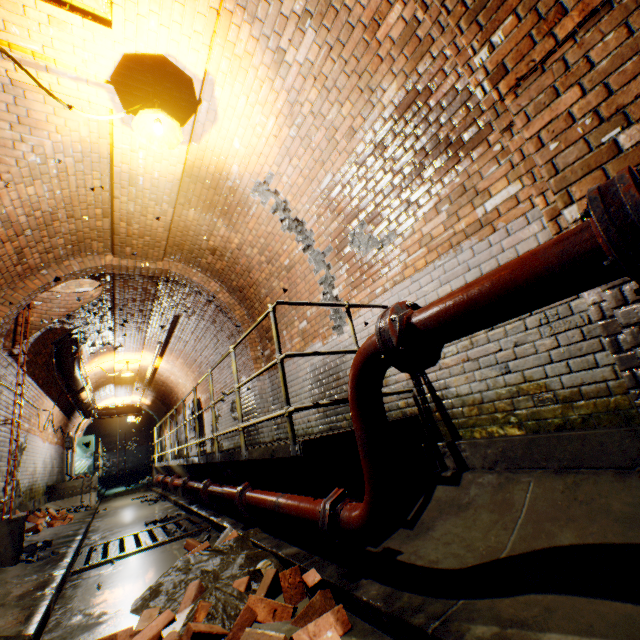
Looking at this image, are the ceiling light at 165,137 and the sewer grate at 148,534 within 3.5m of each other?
no

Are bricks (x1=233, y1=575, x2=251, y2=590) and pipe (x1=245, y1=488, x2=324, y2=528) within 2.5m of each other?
yes

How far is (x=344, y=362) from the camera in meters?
4.4 m

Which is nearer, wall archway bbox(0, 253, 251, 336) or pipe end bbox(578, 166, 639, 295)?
pipe end bbox(578, 166, 639, 295)

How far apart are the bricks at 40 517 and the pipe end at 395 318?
8.7 meters

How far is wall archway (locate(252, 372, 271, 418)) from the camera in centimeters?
639cm

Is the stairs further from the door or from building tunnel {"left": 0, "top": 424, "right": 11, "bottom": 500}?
the door

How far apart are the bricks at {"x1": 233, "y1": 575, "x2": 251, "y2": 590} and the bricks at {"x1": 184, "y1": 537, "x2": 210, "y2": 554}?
1.3 meters
